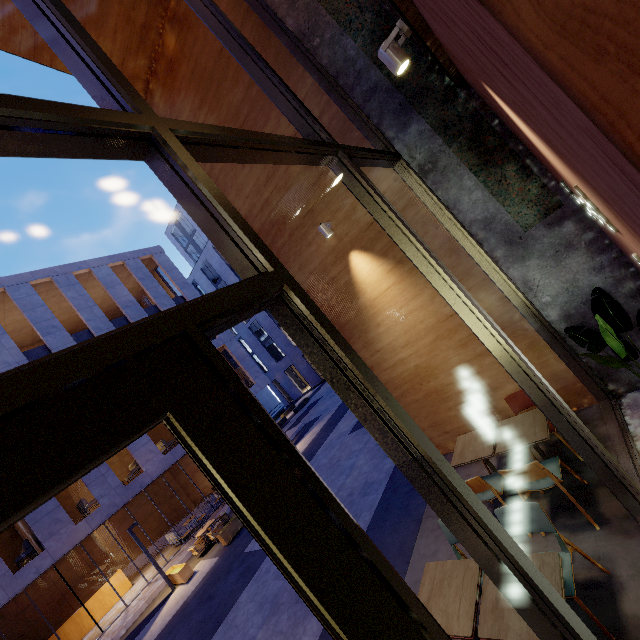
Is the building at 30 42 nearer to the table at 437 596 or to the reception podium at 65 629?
the table at 437 596

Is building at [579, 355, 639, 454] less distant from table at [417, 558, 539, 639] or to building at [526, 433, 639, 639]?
building at [526, 433, 639, 639]

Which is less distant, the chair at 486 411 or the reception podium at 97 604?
the chair at 486 411

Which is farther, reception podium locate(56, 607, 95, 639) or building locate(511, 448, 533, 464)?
reception podium locate(56, 607, 95, 639)

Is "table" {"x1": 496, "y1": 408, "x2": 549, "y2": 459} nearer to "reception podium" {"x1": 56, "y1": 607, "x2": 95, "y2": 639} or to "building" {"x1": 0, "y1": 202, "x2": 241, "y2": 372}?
"building" {"x1": 0, "y1": 202, "x2": 241, "y2": 372}

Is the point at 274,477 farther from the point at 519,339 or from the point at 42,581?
the point at 42,581

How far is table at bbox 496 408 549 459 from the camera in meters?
3.8 m

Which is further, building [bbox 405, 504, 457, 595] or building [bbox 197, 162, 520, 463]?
building [bbox 197, 162, 520, 463]
